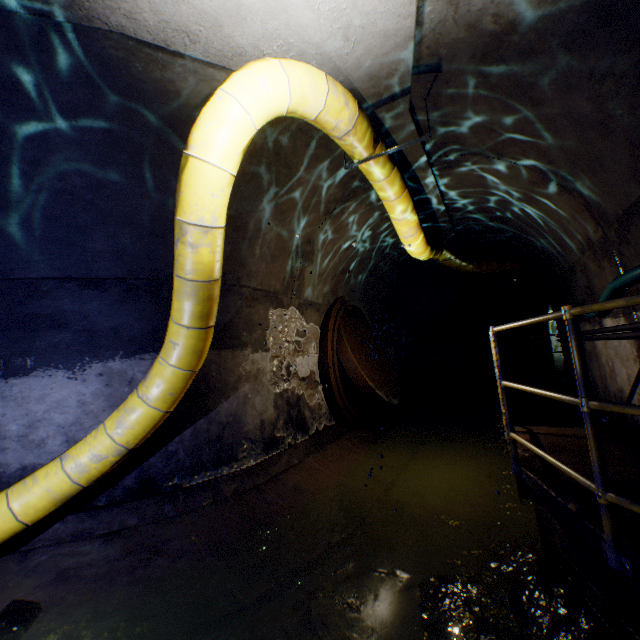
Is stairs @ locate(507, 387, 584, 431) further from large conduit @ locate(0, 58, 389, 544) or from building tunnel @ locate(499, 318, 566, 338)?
large conduit @ locate(0, 58, 389, 544)

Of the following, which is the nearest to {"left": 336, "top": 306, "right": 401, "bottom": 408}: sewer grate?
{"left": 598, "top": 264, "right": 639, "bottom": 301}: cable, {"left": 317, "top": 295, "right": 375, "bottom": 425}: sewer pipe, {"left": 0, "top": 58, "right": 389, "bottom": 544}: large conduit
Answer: {"left": 317, "top": 295, "right": 375, "bottom": 425}: sewer pipe

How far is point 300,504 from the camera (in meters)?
4.17

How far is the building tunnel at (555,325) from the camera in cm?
735

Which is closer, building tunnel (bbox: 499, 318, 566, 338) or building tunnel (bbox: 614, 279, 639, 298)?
building tunnel (bbox: 614, 279, 639, 298)

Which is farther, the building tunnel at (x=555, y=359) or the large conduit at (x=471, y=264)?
the building tunnel at (x=555, y=359)

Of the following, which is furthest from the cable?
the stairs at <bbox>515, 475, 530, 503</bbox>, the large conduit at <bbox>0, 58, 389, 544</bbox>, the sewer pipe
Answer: the sewer pipe

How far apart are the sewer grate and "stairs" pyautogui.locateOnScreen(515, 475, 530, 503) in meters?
2.1
